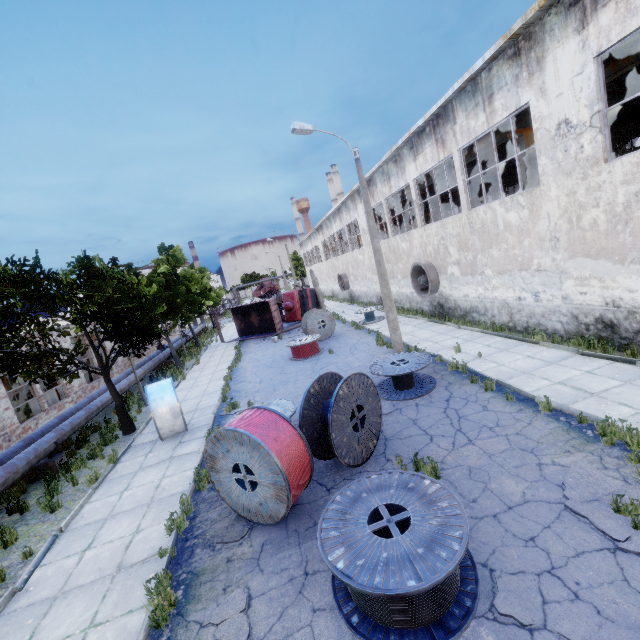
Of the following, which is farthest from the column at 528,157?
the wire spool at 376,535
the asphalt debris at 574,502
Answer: the wire spool at 376,535

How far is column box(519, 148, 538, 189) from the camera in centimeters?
1395cm

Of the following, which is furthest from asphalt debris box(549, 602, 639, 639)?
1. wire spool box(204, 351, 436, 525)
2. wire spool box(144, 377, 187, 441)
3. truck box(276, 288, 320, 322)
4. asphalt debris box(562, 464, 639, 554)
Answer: truck box(276, 288, 320, 322)

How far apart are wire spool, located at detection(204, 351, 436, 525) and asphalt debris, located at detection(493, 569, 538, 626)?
3.11m

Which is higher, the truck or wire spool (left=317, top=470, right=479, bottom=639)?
the truck

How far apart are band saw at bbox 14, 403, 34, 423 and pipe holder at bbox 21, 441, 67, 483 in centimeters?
534cm

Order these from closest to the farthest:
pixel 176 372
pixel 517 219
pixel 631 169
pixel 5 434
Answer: pixel 631 169 → pixel 517 219 → pixel 5 434 → pixel 176 372

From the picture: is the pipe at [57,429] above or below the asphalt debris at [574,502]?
above
